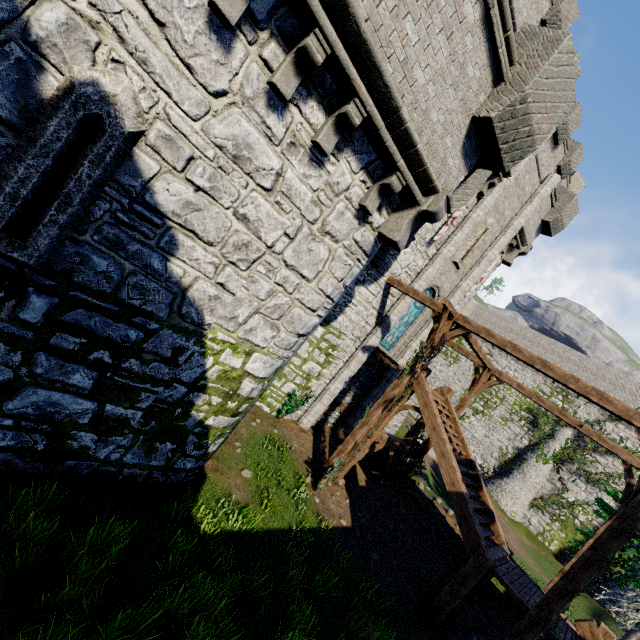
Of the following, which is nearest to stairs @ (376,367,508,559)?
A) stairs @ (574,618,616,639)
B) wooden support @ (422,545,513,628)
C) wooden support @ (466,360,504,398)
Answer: wooden support @ (422,545,513,628)

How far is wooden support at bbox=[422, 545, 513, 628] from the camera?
8.8 meters

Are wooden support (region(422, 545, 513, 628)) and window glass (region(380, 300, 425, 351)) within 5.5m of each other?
no

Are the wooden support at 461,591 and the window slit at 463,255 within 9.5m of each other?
no

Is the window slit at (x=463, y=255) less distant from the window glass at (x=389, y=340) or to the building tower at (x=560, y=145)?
the window glass at (x=389, y=340)

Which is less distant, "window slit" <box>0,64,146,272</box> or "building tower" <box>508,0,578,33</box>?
"window slit" <box>0,64,146,272</box>

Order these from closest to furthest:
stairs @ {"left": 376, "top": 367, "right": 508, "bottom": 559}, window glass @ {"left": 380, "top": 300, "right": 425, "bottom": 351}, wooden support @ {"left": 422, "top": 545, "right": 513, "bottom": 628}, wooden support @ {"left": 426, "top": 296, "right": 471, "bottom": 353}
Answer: wooden support @ {"left": 422, "top": 545, "right": 513, "bottom": 628} < stairs @ {"left": 376, "top": 367, "right": 508, "bottom": 559} < wooden support @ {"left": 426, "top": 296, "right": 471, "bottom": 353} < window glass @ {"left": 380, "top": 300, "right": 425, "bottom": 351}

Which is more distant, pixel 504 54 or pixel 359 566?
pixel 359 566
